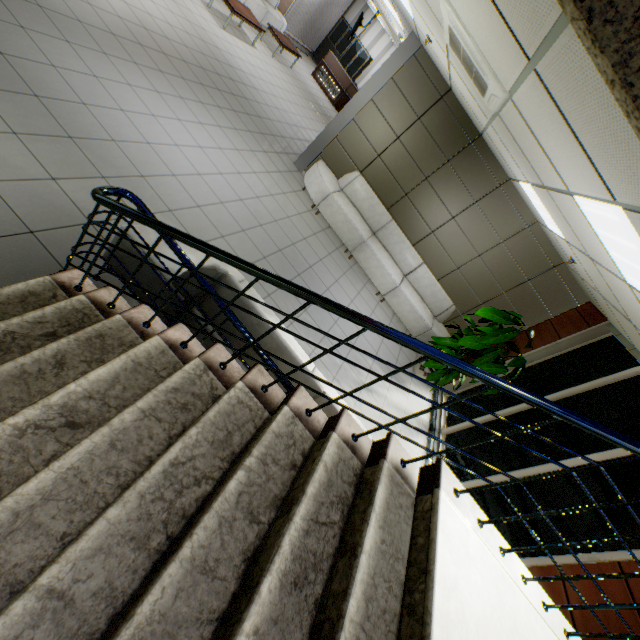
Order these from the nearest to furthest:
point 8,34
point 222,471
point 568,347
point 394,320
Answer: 1. point 222,471
2. point 8,34
3. point 568,347
4. point 394,320

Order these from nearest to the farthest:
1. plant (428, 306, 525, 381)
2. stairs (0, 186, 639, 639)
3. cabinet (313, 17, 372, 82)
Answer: stairs (0, 186, 639, 639)
plant (428, 306, 525, 381)
cabinet (313, 17, 372, 82)

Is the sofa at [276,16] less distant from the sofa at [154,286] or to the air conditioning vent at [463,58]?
the air conditioning vent at [463,58]

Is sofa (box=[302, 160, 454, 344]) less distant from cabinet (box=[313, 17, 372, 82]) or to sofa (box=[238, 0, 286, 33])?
sofa (box=[238, 0, 286, 33])

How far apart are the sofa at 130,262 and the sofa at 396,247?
3.98m

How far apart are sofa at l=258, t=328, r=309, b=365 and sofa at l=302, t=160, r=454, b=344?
3.98m

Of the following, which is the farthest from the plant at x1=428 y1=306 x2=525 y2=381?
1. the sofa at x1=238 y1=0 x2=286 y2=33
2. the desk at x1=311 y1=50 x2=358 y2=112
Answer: the desk at x1=311 y1=50 x2=358 y2=112
